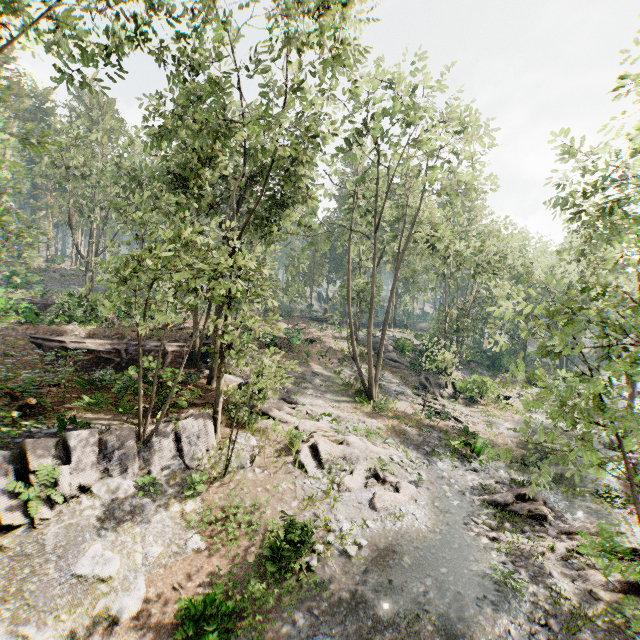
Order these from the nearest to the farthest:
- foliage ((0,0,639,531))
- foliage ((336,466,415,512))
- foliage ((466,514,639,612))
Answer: foliage ((466,514,639,612)), foliage ((0,0,639,531)), foliage ((336,466,415,512))

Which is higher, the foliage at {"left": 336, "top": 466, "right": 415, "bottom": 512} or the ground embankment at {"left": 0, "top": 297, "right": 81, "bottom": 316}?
the ground embankment at {"left": 0, "top": 297, "right": 81, "bottom": 316}

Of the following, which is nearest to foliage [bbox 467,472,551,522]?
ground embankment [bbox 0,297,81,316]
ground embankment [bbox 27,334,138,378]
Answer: ground embankment [bbox 27,334,138,378]

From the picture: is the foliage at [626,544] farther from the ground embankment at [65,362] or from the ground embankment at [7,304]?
the ground embankment at [7,304]

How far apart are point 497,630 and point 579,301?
8.7 meters

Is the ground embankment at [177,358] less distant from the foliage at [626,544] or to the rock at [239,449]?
the foliage at [626,544]

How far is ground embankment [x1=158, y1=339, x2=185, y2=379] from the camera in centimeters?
2055cm
